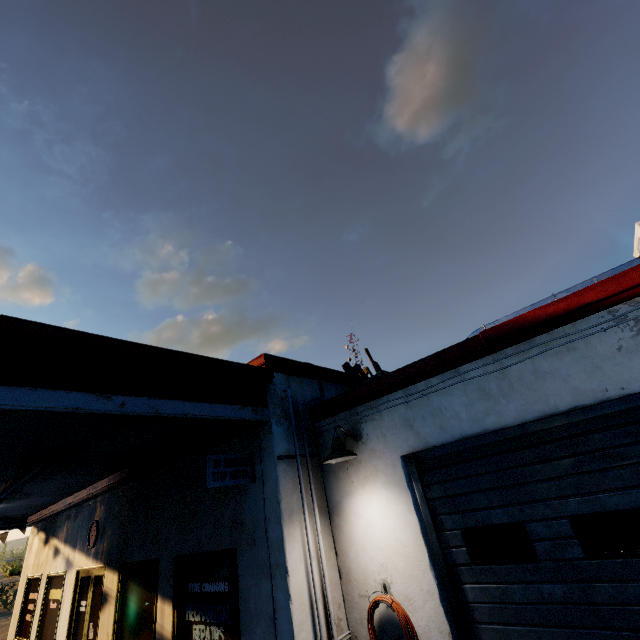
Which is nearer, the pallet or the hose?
the hose

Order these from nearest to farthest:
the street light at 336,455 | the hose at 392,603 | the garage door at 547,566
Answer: the garage door at 547,566, the hose at 392,603, the street light at 336,455

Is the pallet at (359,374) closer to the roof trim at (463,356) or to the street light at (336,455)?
the roof trim at (463,356)

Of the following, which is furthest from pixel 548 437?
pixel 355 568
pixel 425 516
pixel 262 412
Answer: pixel 262 412

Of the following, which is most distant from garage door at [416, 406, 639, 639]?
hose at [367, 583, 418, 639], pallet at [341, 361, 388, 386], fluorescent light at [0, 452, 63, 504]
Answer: fluorescent light at [0, 452, 63, 504]

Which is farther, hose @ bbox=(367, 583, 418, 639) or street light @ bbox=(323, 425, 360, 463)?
street light @ bbox=(323, 425, 360, 463)

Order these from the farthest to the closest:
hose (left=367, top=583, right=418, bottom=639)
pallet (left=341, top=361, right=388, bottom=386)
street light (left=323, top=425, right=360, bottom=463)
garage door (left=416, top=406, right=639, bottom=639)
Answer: pallet (left=341, top=361, right=388, bottom=386), street light (left=323, top=425, right=360, bottom=463), hose (left=367, top=583, right=418, bottom=639), garage door (left=416, top=406, right=639, bottom=639)

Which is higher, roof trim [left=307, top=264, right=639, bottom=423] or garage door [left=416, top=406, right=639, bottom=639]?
roof trim [left=307, top=264, right=639, bottom=423]
